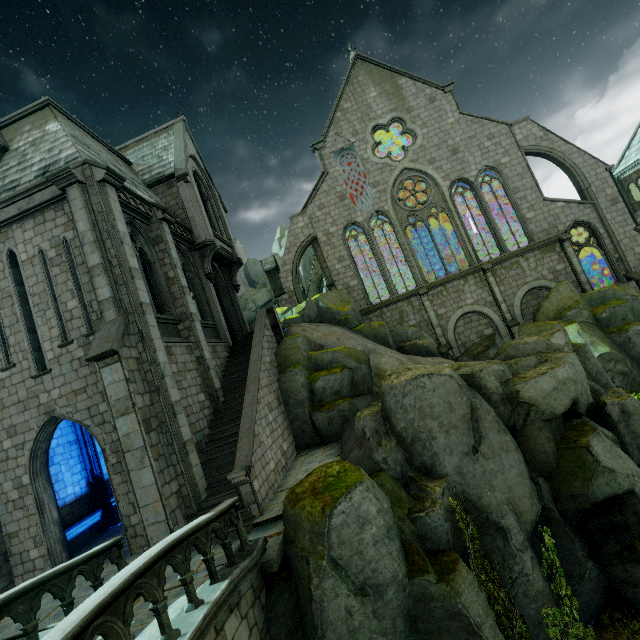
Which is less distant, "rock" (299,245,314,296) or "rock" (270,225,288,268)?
"rock" (299,245,314,296)

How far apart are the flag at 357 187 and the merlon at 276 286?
7.3 meters

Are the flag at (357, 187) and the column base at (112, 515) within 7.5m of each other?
Answer: no

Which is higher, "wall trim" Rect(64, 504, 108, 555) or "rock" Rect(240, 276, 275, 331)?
"rock" Rect(240, 276, 275, 331)

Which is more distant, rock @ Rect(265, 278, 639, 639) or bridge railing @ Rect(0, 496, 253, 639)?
rock @ Rect(265, 278, 639, 639)

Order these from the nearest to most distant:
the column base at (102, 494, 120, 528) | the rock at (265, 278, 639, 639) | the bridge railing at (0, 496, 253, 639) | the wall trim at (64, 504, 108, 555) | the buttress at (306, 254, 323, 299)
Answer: the bridge railing at (0, 496, 253, 639) → the rock at (265, 278, 639, 639) → the wall trim at (64, 504, 108, 555) → the column base at (102, 494, 120, 528) → the buttress at (306, 254, 323, 299)

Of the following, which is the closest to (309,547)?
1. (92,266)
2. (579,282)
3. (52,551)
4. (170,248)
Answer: (52,551)

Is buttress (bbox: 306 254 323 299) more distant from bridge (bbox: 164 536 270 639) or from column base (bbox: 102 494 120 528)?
bridge (bbox: 164 536 270 639)
